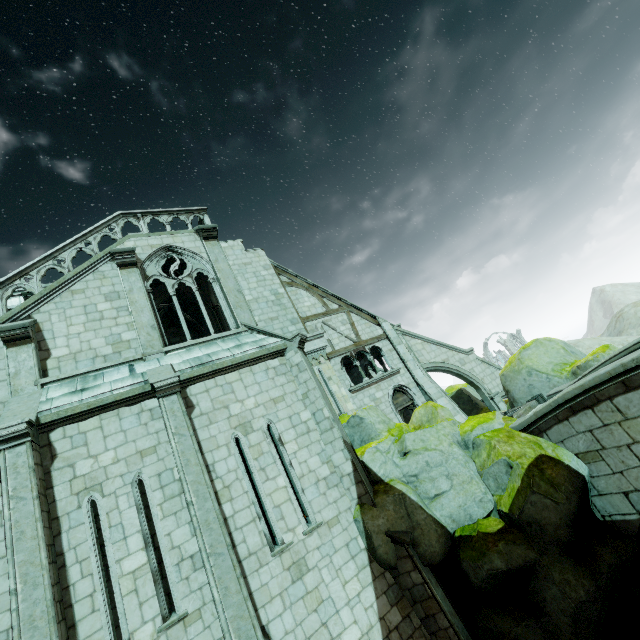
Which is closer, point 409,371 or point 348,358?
point 348,358

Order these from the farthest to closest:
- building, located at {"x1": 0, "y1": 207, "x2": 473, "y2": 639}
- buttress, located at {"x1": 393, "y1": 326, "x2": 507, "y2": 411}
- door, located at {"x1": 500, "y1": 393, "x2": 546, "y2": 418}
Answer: buttress, located at {"x1": 393, "y1": 326, "x2": 507, "y2": 411} < door, located at {"x1": 500, "y1": 393, "x2": 546, "y2": 418} < building, located at {"x1": 0, "y1": 207, "x2": 473, "y2": 639}

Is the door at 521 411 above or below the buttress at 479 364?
below

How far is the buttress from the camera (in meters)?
18.56

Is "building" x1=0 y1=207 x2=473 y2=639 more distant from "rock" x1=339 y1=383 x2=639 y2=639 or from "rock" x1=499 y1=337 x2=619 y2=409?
"rock" x1=499 y1=337 x2=619 y2=409

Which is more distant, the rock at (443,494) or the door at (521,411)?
the door at (521,411)

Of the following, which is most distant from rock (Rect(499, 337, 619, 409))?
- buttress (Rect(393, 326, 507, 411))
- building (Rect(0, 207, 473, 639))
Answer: building (Rect(0, 207, 473, 639))

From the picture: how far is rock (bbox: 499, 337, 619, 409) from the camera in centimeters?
1173cm
